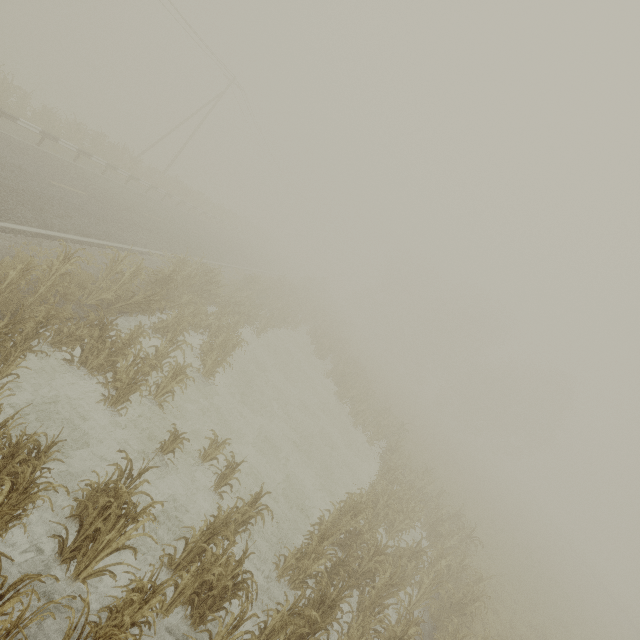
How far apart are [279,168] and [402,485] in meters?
50.1 m

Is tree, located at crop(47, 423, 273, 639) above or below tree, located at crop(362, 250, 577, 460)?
below

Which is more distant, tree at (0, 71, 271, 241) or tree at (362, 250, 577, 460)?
tree at (362, 250, 577, 460)

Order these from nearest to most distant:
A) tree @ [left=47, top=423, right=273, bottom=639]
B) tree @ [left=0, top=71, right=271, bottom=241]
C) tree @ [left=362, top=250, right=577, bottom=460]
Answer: tree @ [left=47, top=423, right=273, bottom=639] → tree @ [left=0, top=71, right=271, bottom=241] → tree @ [left=362, top=250, right=577, bottom=460]

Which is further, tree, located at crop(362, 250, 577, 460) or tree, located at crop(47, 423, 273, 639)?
→ tree, located at crop(362, 250, 577, 460)

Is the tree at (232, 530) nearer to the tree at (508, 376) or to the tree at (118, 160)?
the tree at (118, 160)

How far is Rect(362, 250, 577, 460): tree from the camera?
43.8 meters
